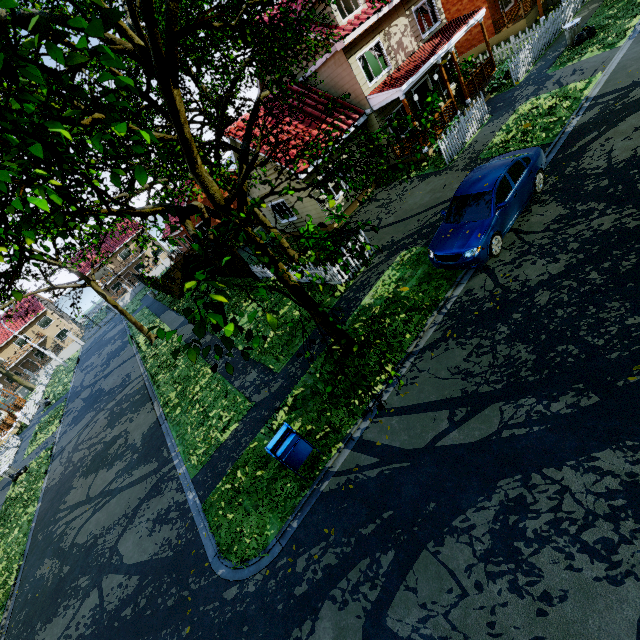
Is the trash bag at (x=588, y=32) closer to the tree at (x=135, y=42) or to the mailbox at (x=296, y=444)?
the tree at (x=135, y=42)

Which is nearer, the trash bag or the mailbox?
the mailbox

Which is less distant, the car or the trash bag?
the car

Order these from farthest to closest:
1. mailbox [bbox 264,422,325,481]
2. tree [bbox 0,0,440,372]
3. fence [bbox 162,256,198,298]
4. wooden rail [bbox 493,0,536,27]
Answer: fence [bbox 162,256,198,298] → wooden rail [bbox 493,0,536,27] → mailbox [bbox 264,422,325,481] → tree [bbox 0,0,440,372]

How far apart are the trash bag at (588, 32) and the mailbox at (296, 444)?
21.4m

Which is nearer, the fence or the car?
the car

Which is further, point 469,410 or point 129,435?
point 129,435

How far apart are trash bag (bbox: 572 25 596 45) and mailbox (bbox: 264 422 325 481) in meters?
21.4
